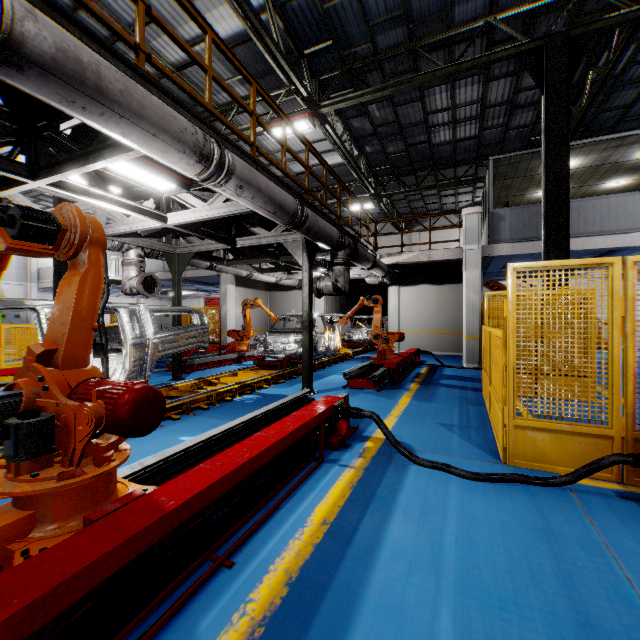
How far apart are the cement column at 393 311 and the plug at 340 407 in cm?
1201

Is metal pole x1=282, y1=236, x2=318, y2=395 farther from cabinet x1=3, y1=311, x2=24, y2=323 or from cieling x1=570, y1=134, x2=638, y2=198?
cabinet x1=3, y1=311, x2=24, y2=323

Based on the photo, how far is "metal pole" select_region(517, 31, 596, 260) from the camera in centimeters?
713cm

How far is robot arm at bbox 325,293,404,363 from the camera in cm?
955

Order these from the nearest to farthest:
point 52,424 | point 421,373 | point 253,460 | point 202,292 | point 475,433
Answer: point 52,424
point 253,460
point 475,433
point 421,373
point 202,292

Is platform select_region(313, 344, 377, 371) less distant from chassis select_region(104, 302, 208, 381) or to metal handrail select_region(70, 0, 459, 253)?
chassis select_region(104, 302, 208, 381)

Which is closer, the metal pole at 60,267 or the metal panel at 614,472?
the metal panel at 614,472

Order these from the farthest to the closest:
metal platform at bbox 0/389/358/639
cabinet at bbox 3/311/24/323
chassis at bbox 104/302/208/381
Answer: cabinet at bbox 3/311/24/323
chassis at bbox 104/302/208/381
metal platform at bbox 0/389/358/639
